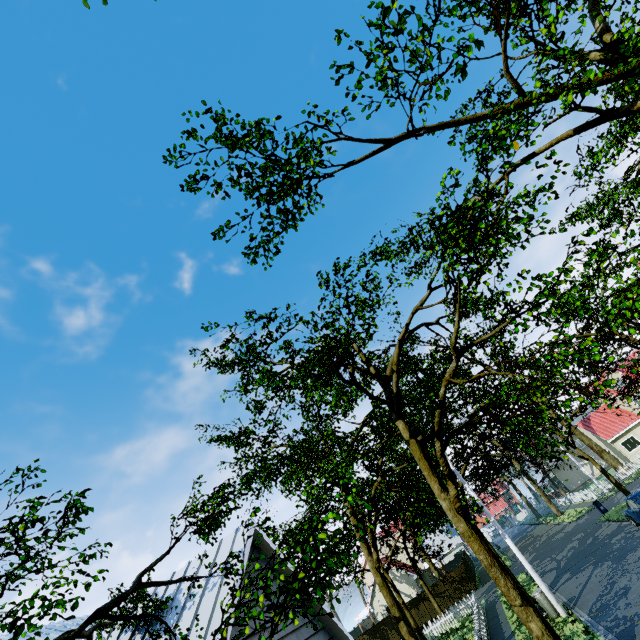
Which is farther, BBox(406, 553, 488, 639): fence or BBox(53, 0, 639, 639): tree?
BBox(406, 553, 488, 639): fence

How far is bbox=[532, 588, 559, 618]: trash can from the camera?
14.3m

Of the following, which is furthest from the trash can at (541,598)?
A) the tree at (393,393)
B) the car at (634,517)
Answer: the car at (634,517)

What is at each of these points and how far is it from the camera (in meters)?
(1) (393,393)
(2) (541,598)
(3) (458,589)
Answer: (1) tree, 11.67
(2) trash can, 14.62
(3) fence, 32.94

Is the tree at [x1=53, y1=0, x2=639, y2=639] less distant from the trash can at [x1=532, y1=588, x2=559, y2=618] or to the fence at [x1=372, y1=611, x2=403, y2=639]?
the fence at [x1=372, y1=611, x2=403, y2=639]

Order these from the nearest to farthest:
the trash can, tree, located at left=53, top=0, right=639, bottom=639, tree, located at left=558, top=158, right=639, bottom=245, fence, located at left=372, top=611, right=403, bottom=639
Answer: tree, located at left=53, top=0, right=639, bottom=639, tree, located at left=558, top=158, right=639, bottom=245, the trash can, fence, located at left=372, top=611, right=403, bottom=639

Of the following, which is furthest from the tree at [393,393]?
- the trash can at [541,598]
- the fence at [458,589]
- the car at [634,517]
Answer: the car at [634,517]
